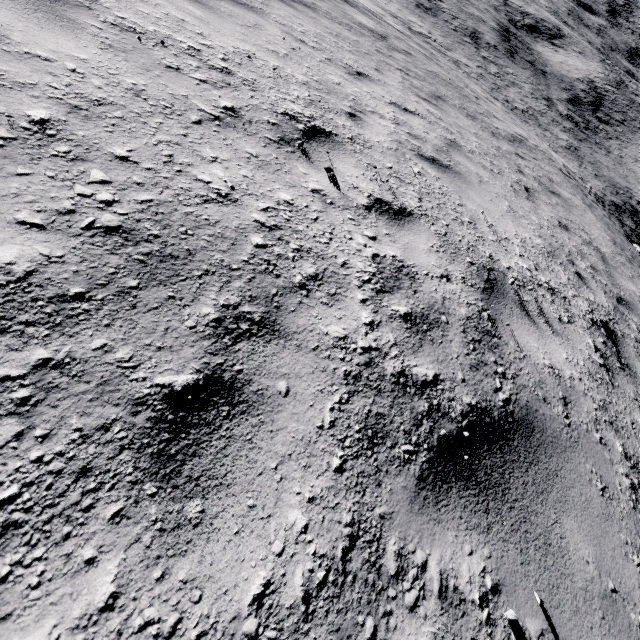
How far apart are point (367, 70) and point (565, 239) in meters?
5.1 m
